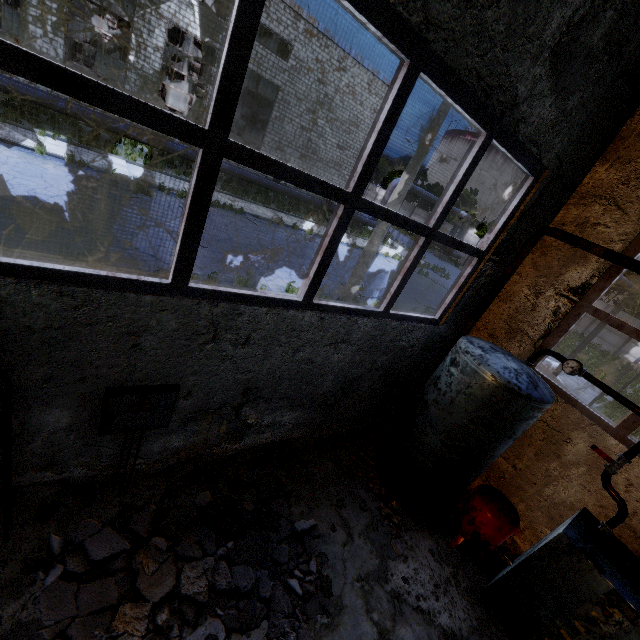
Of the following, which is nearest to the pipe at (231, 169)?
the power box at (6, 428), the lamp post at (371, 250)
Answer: the lamp post at (371, 250)

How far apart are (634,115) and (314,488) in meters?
6.8

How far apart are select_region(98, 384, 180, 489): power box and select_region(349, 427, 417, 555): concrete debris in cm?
319

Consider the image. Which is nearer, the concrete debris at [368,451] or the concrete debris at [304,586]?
the concrete debris at [304,586]

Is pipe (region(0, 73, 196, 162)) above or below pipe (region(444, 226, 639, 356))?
below

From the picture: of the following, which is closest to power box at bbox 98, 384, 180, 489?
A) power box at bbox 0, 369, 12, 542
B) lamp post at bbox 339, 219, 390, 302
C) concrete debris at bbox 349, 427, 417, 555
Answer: power box at bbox 0, 369, 12, 542

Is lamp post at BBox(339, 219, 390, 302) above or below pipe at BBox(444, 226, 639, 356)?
below

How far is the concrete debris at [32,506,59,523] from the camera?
3.2 meters
